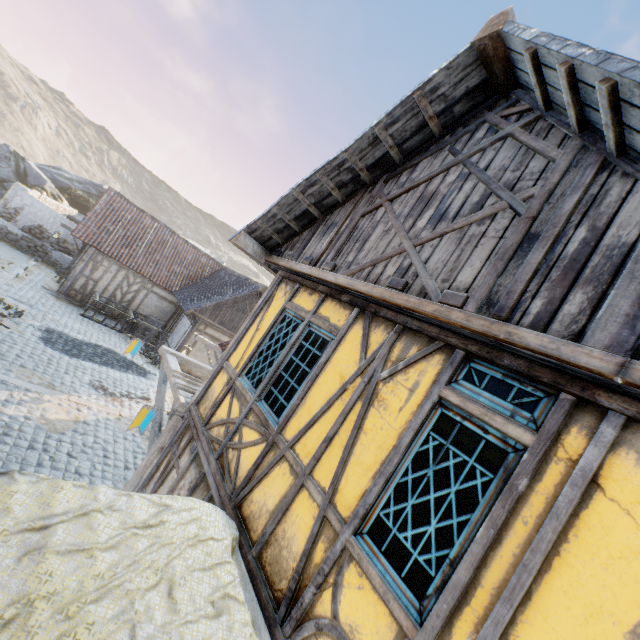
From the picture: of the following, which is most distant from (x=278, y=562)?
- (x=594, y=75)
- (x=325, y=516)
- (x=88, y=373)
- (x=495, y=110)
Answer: (x=88, y=373)

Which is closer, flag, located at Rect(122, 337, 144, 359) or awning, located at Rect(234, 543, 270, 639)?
awning, located at Rect(234, 543, 270, 639)

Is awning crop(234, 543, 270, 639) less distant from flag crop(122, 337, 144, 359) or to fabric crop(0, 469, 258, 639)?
fabric crop(0, 469, 258, 639)

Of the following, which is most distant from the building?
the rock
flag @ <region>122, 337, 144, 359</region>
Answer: the rock

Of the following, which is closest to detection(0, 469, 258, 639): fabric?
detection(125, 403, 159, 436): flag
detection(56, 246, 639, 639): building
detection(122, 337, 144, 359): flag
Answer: detection(56, 246, 639, 639): building

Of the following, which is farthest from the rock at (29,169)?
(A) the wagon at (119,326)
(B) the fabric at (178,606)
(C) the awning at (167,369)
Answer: (B) the fabric at (178,606)

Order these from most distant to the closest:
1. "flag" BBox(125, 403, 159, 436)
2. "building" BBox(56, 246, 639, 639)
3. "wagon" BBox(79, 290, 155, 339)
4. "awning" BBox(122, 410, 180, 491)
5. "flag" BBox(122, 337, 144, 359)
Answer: "wagon" BBox(79, 290, 155, 339) → "flag" BBox(122, 337, 144, 359) → "awning" BBox(122, 410, 180, 491) → "flag" BBox(125, 403, 159, 436) → "building" BBox(56, 246, 639, 639)

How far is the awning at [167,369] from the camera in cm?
597
